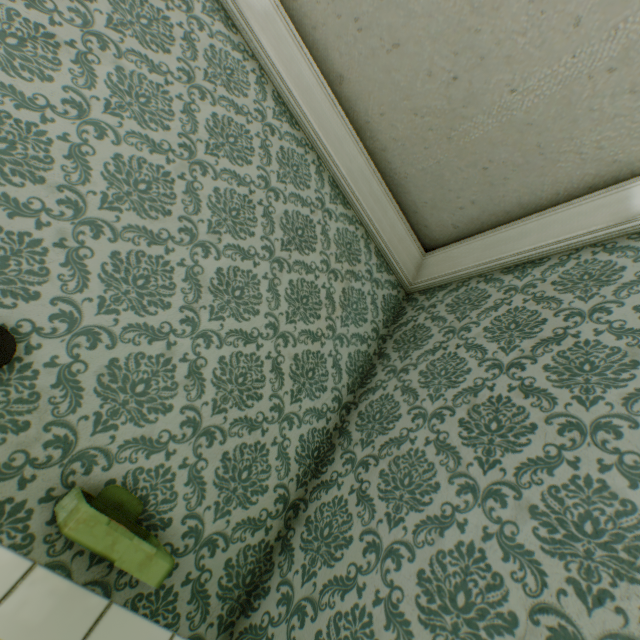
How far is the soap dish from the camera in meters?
0.6

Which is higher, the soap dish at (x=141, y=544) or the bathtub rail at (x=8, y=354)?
the bathtub rail at (x=8, y=354)

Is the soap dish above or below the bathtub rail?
below

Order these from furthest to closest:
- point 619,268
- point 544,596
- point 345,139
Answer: point 345,139 < point 619,268 < point 544,596

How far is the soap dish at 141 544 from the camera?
0.6m
